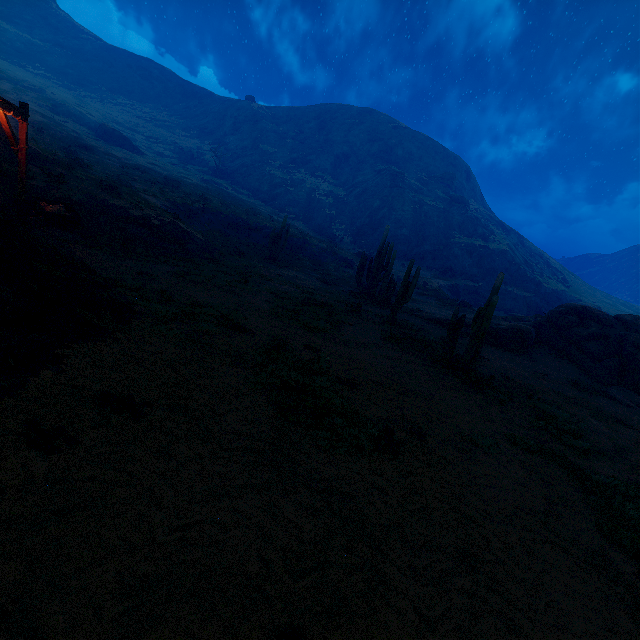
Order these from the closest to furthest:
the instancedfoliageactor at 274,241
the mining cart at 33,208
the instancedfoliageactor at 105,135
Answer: the mining cart at 33,208 < the instancedfoliageactor at 274,241 < the instancedfoliageactor at 105,135

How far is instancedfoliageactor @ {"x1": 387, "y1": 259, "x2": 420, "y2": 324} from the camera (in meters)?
16.28

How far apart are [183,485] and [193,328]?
5.6 meters

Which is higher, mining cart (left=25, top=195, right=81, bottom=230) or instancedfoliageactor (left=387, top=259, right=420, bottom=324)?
instancedfoliageactor (left=387, top=259, right=420, bottom=324)

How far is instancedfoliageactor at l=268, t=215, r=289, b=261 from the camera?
28.1m

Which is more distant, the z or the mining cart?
the mining cart

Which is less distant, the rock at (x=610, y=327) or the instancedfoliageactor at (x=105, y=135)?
the rock at (x=610, y=327)

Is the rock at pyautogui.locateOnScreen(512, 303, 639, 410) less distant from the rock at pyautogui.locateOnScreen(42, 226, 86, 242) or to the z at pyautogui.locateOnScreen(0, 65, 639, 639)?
the z at pyautogui.locateOnScreen(0, 65, 639, 639)
